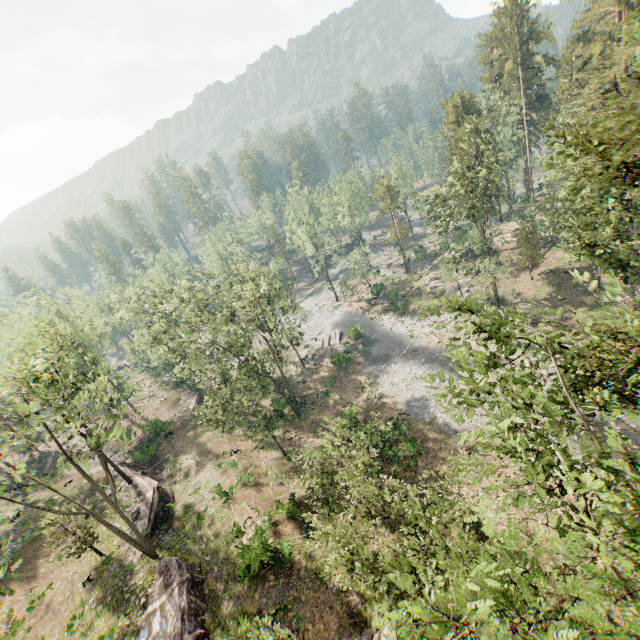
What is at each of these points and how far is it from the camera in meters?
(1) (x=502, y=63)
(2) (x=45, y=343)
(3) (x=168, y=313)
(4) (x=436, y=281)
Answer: (1) foliage, 51.6 m
(2) foliage, 17.6 m
(3) foliage, 43.8 m
(4) foliage, 52.9 m

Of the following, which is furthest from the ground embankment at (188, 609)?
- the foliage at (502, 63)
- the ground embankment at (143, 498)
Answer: the ground embankment at (143, 498)

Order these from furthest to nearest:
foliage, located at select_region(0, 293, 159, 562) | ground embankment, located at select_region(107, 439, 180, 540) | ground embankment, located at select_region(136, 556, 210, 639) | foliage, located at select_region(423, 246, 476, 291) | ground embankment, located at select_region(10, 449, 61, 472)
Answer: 1. ground embankment, located at select_region(10, 449, 61, 472)
2. foliage, located at select_region(423, 246, 476, 291)
3. ground embankment, located at select_region(107, 439, 180, 540)
4. ground embankment, located at select_region(136, 556, 210, 639)
5. foliage, located at select_region(0, 293, 159, 562)

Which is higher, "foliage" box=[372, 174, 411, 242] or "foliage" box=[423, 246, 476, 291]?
"foliage" box=[372, 174, 411, 242]

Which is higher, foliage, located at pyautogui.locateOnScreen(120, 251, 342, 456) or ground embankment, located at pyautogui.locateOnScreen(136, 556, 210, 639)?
foliage, located at pyautogui.locateOnScreen(120, 251, 342, 456)

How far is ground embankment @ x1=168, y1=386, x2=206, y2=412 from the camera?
44.41m

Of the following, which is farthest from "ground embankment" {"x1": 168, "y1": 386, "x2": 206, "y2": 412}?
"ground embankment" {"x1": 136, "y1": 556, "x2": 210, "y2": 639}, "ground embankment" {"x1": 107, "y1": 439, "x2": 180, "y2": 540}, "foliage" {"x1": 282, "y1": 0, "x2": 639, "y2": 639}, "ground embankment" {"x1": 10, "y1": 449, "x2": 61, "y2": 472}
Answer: "ground embankment" {"x1": 136, "y1": 556, "x2": 210, "y2": 639}

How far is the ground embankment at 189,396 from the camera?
44.41m
